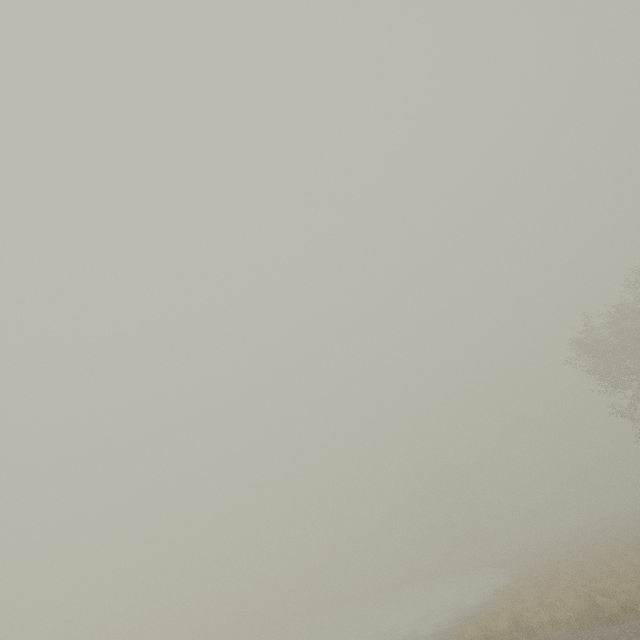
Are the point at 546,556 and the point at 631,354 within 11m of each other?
no
